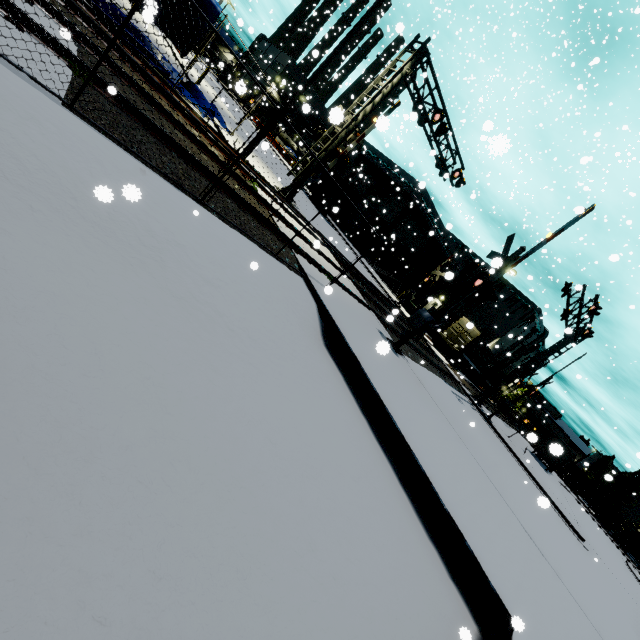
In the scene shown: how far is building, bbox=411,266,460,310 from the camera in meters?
41.8

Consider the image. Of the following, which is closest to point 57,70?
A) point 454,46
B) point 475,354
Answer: point 454,46

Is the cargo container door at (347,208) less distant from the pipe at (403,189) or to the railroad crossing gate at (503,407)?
the railroad crossing gate at (503,407)

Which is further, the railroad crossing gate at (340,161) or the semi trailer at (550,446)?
the railroad crossing gate at (340,161)

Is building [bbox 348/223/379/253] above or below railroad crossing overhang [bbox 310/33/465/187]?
below

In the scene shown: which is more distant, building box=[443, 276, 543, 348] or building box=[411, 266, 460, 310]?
building box=[443, 276, 543, 348]

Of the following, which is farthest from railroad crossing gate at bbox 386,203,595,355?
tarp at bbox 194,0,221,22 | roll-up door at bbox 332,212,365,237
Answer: roll-up door at bbox 332,212,365,237
